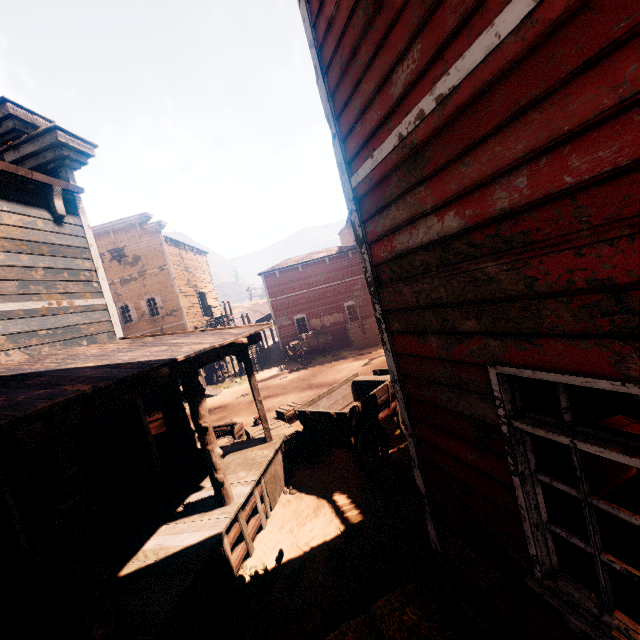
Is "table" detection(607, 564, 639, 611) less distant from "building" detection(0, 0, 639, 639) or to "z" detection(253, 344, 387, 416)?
"building" detection(0, 0, 639, 639)

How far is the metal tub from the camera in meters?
6.1

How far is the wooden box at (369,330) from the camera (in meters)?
22.38

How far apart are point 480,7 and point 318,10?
1.9 meters

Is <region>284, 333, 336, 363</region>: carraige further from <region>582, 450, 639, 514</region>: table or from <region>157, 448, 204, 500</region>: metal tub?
<region>582, 450, 639, 514</region>: table

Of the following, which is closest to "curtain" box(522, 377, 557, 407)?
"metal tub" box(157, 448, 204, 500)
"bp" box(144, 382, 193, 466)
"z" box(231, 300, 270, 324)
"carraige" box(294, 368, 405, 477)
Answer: "z" box(231, 300, 270, 324)

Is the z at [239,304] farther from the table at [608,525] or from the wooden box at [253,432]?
the table at [608,525]

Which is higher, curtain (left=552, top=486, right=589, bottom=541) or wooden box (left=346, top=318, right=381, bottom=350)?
curtain (left=552, top=486, right=589, bottom=541)
